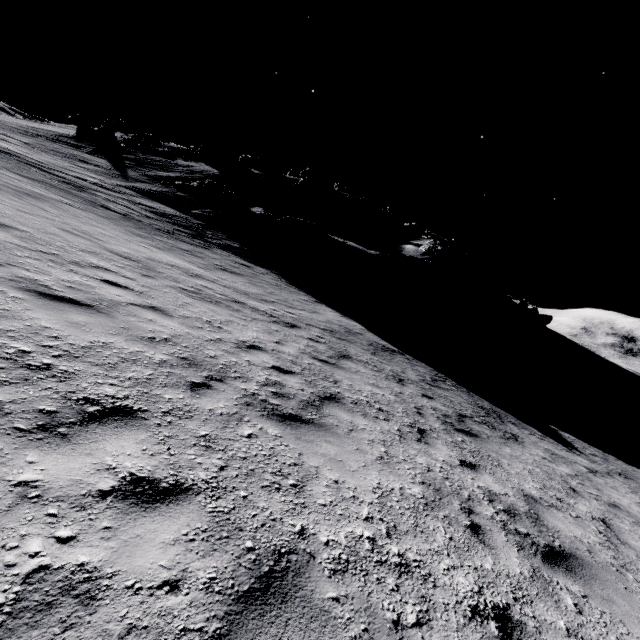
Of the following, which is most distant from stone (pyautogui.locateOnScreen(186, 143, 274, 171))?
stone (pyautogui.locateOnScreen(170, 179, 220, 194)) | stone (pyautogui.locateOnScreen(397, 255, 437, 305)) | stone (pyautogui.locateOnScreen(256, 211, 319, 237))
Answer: stone (pyautogui.locateOnScreen(397, 255, 437, 305))

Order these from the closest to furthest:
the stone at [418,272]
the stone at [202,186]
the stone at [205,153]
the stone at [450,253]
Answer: the stone at [418,272] → the stone at [202,186] → the stone at [450,253] → the stone at [205,153]

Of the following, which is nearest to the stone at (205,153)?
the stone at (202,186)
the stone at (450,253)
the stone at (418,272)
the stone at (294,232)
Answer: the stone at (202,186)

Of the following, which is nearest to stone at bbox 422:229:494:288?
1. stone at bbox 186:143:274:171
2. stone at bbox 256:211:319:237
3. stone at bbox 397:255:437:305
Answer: stone at bbox 397:255:437:305

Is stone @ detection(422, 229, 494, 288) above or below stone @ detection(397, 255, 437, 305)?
above

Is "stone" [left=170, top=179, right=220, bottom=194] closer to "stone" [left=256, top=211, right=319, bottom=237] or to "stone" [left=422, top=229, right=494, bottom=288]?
"stone" [left=256, top=211, right=319, bottom=237]

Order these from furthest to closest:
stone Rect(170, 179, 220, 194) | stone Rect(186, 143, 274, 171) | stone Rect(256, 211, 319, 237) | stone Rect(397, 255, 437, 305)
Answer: stone Rect(186, 143, 274, 171) → stone Rect(170, 179, 220, 194) → stone Rect(256, 211, 319, 237) → stone Rect(397, 255, 437, 305)

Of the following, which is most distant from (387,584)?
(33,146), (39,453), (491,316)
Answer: (491,316)
